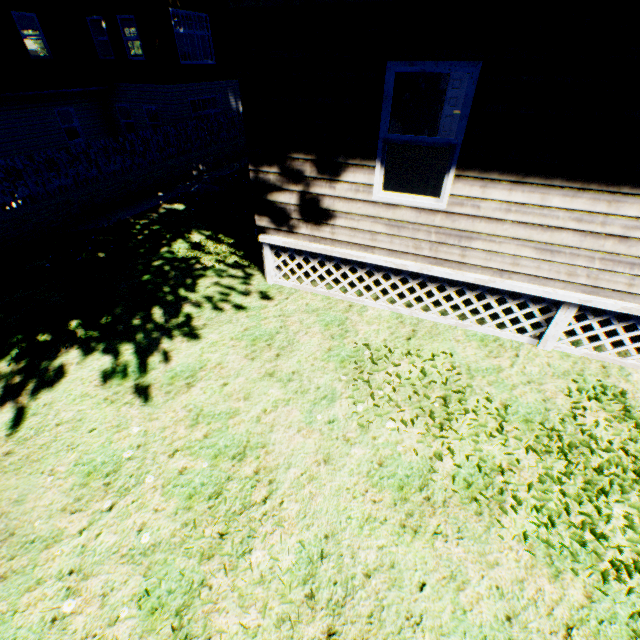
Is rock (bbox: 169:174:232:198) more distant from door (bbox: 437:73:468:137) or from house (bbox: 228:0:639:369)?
door (bbox: 437:73:468:137)

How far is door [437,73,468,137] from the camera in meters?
11.2 m

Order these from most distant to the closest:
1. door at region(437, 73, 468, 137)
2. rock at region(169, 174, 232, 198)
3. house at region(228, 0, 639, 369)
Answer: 1. door at region(437, 73, 468, 137)
2. rock at region(169, 174, 232, 198)
3. house at region(228, 0, 639, 369)

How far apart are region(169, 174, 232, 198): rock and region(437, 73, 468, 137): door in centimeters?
804cm

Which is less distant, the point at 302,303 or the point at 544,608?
the point at 544,608

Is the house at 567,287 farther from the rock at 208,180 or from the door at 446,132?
the rock at 208,180
